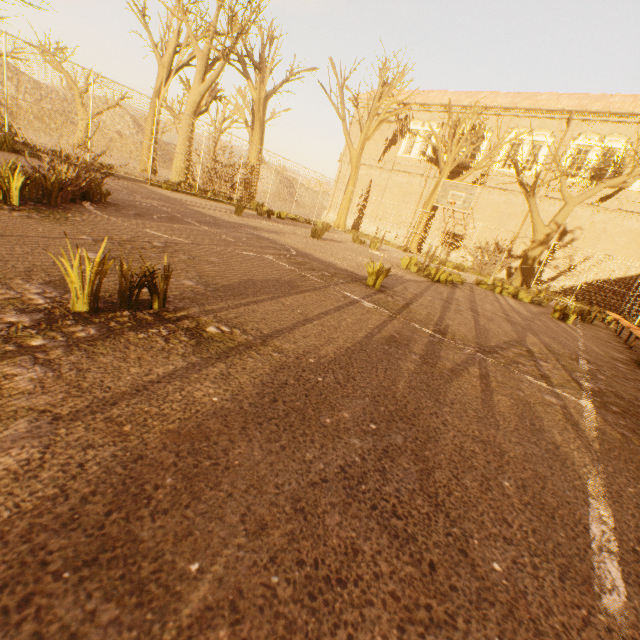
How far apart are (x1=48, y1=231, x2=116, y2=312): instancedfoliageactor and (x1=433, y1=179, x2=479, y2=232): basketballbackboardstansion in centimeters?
1519cm

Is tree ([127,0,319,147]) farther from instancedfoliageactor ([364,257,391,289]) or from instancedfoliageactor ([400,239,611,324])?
instancedfoliageactor ([364,257,391,289])

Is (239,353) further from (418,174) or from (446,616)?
(418,174)

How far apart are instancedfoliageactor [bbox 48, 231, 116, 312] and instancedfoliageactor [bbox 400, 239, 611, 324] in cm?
1181

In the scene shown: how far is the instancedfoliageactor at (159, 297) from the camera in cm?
196

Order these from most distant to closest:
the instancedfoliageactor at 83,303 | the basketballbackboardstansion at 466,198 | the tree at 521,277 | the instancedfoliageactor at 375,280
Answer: the tree at 521,277 → the basketballbackboardstansion at 466,198 → the instancedfoliageactor at 375,280 → the instancedfoliageactor at 83,303

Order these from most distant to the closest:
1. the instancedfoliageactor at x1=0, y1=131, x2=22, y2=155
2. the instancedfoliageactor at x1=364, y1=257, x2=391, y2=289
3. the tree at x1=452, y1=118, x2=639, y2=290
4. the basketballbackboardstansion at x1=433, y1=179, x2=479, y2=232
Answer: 1. the tree at x1=452, y1=118, x2=639, y2=290
2. the basketballbackboardstansion at x1=433, y1=179, x2=479, y2=232
3. the instancedfoliageactor at x1=0, y1=131, x2=22, y2=155
4. the instancedfoliageactor at x1=364, y1=257, x2=391, y2=289

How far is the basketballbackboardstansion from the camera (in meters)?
14.64
